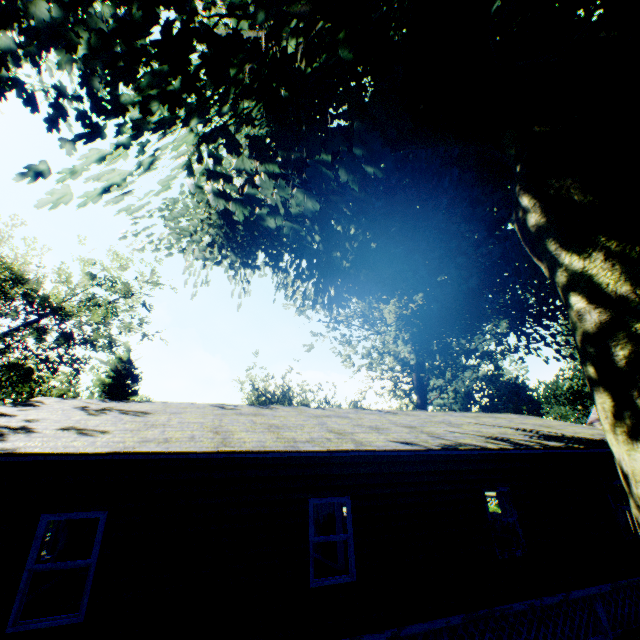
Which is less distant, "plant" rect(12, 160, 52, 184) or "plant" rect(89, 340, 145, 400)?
"plant" rect(12, 160, 52, 184)

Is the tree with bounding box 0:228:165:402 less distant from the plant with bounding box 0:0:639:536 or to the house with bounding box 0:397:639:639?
the plant with bounding box 0:0:639:536

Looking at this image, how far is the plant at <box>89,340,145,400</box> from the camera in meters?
27.9

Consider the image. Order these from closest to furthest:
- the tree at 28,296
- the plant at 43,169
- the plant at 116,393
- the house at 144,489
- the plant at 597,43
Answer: the plant at 597,43 < the plant at 43,169 < the house at 144,489 < the tree at 28,296 < the plant at 116,393

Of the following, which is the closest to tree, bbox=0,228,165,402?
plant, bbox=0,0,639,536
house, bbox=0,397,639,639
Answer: plant, bbox=0,0,639,536

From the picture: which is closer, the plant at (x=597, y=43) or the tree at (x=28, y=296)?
the plant at (x=597, y=43)

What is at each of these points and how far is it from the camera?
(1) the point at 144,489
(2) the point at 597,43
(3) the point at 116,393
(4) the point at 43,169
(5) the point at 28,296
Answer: (1) house, 6.4 meters
(2) plant, 5.0 meters
(3) plant, 28.2 meters
(4) plant, 4.5 meters
(5) tree, 19.0 meters

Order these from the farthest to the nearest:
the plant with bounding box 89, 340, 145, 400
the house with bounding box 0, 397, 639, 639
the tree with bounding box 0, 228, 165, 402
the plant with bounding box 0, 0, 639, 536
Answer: the plant with bounding box 89, 340, 145, 400 → the tree with bounding box 0, 228, 165, 402 → the house with bounding box 0, 397, 639, 639 → the plant with bounding box 0, 0, 639, 536
